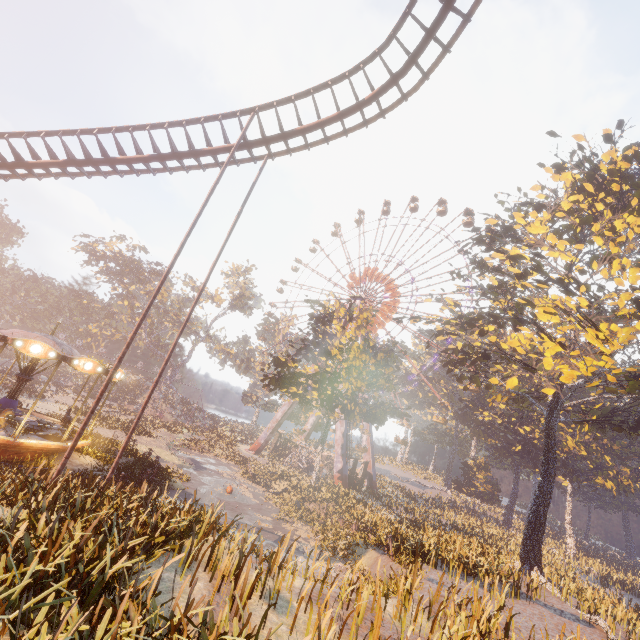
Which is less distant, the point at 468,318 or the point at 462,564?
the point at 462,564

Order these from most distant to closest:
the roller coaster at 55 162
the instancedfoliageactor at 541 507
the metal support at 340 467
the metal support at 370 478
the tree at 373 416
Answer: the metal support at 370 478
the metal support at 340 467
the tree at 373 416
the roller coaster at 55 162
the instancedfoliageactor at 541 507

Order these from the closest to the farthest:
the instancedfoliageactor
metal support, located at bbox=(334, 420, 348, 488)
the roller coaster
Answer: the instancedfoliageactor, the roller coaster, metal support, located at bbox=(334, 420, 348, 488)

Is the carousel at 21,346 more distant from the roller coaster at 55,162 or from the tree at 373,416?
the tree at 373,416

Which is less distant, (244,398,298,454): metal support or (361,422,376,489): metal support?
(361,422,376,489): metal support

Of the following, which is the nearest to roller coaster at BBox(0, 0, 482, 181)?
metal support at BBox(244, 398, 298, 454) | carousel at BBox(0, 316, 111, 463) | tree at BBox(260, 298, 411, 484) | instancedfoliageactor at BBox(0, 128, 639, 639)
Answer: instancedfoliageactor at BBox(0, 128, 639, 639)

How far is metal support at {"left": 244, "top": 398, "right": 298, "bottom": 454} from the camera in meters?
45.9 m
